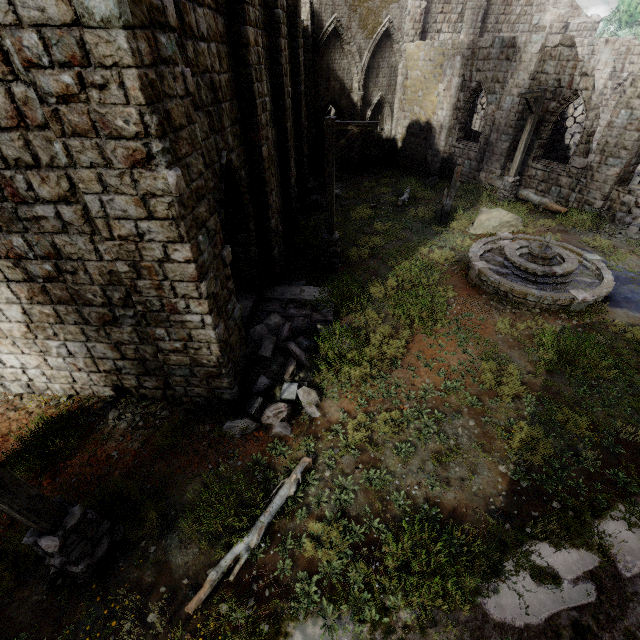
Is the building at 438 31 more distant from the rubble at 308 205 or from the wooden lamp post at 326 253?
the wooden lamp post at 326 253

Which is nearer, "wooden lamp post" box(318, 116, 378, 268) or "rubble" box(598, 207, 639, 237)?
"wooden lamp post" box(318, 116, 378, 268)

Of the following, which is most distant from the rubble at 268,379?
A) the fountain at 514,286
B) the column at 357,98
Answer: the column at 357,98

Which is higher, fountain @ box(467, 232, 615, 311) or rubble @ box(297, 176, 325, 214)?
fountain @ box(467, 232, 615, 311)

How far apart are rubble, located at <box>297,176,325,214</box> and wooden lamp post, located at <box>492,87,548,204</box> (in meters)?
8.05

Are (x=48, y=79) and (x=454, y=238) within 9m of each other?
no

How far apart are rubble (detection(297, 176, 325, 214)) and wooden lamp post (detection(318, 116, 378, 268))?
6.4 meters

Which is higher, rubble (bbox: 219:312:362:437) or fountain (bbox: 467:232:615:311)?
fountain (bbox: 467:232:615:311)
